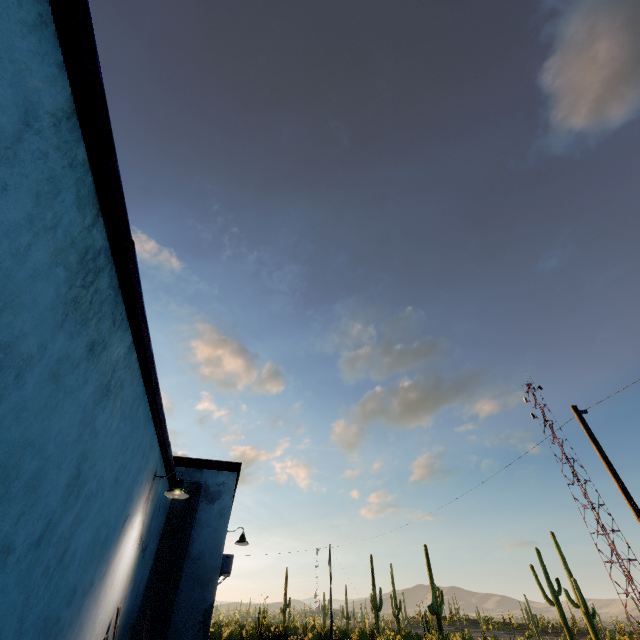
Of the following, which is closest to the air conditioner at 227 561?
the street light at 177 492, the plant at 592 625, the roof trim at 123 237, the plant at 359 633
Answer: the roof trim at 123 237

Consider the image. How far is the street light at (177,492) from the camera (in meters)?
6.07

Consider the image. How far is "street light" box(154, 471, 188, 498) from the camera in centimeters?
607cm

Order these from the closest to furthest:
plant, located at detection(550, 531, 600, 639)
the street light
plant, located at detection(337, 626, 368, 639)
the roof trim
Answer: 1. the roof trim
2. the street light
3. plant, located at detection(550, 531, 600, 639)
4. plant, located at detection(337, 626, 368, 639)

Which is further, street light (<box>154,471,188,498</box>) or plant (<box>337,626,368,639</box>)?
plant (<box>337,626,368,639</box>)

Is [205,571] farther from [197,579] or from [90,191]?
[90,191]

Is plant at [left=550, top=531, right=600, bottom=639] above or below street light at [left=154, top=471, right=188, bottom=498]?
below

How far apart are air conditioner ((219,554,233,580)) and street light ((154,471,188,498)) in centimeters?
667cm
